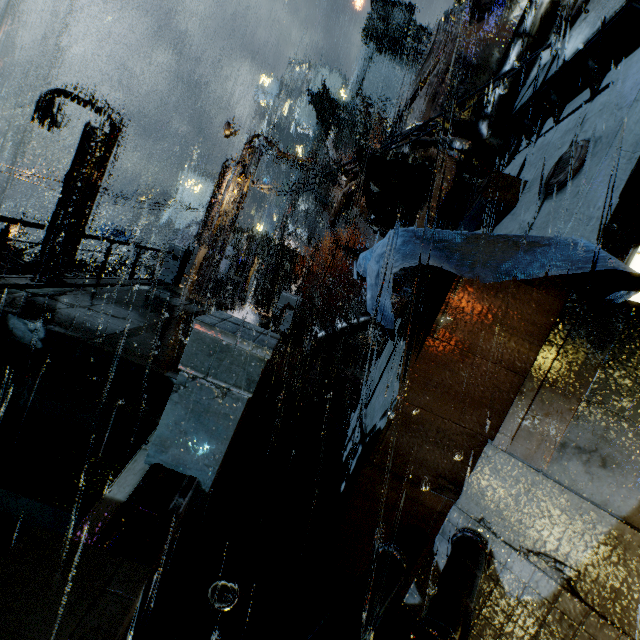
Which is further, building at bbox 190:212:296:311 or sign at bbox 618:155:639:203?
building at bbox 190:212:296:311

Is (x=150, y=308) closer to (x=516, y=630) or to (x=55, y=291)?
(x=55, y=291)

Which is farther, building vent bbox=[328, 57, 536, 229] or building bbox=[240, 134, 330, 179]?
building bbox=[240, 134, 330, 179]

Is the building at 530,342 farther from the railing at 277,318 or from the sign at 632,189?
the railing at 277,318

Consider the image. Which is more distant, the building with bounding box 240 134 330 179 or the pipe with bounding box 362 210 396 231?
the building with bounding box 240 134 330 179

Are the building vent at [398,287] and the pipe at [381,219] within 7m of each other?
yes

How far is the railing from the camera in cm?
643

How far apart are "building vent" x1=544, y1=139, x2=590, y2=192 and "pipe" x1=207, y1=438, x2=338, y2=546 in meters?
6.9
